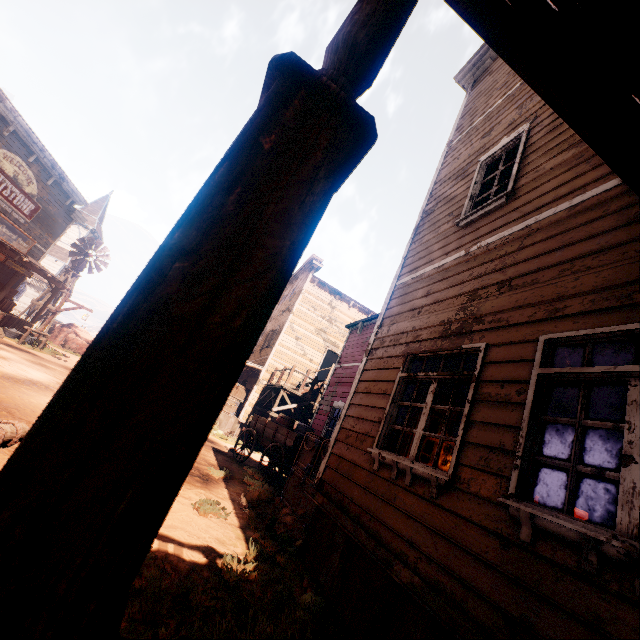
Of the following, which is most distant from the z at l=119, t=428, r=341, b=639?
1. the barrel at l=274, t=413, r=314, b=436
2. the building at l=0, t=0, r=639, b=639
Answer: the barrel at l=274, t=413, r=314, b=436

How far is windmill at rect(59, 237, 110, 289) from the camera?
23.8 meters

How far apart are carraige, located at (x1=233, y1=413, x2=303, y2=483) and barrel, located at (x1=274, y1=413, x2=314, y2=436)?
0.0m

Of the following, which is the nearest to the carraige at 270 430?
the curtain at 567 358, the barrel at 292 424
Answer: the barrel at 292 424

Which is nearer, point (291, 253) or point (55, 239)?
point (291, 253)

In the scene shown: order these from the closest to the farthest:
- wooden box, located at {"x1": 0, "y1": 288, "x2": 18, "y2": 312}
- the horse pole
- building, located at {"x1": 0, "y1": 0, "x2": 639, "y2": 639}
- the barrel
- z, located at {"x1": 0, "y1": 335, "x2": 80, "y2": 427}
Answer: building, located at {"x1": 0, "y1": 0, "x2": 639, "y2": 639}
the horse pole
z, located at {"x1": 0, "y1": 335, "x2": 80, "y2": 427}
the barrel
wooden box, located at {"x1": 0, "y1": 288, "x2": 18, "y2": 312}

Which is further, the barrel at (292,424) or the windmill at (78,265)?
the windmill at (78,265)
